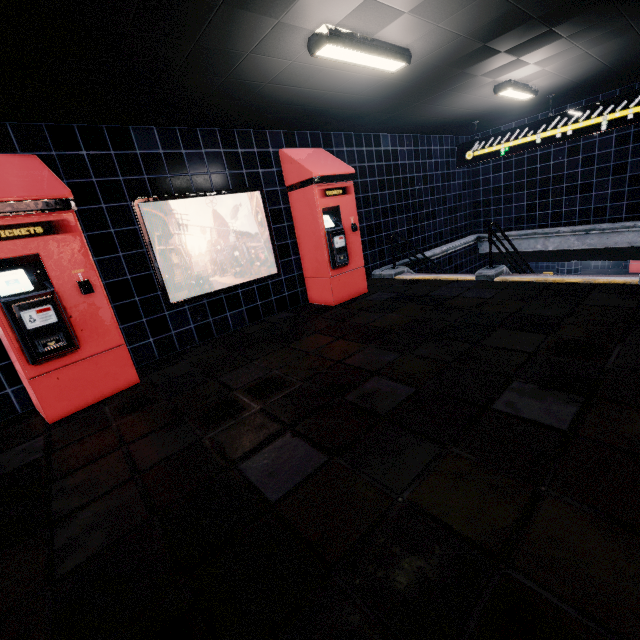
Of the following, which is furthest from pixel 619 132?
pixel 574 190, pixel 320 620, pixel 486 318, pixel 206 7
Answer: pixel 320 620
